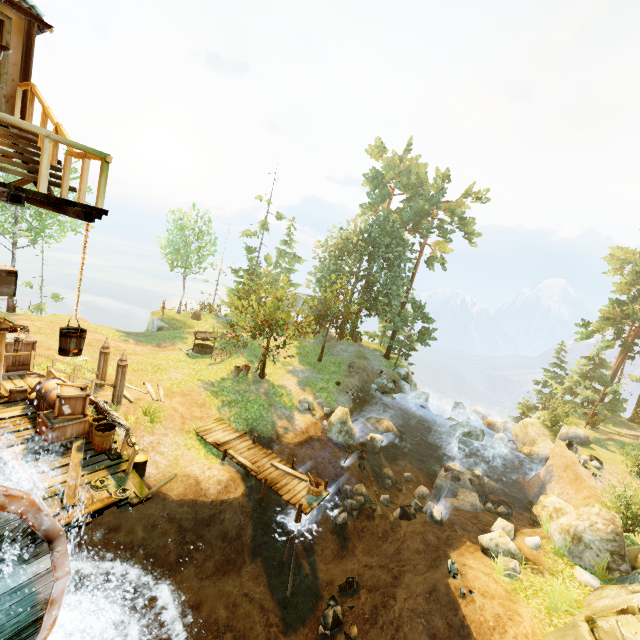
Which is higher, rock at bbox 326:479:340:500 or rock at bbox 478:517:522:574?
rock at bbox 478:517:522:574

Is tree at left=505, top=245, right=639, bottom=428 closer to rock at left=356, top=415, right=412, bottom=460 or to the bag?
rock at left=356, top=415, right=412, bottom=460

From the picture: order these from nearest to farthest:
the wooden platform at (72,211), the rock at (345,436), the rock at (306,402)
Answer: the wooden platform at (72,211) < the rock at (345,436) < the rock at (306,402)

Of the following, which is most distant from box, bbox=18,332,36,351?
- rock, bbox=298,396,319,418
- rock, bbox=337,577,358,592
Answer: rock, bbox=337,577,358,592

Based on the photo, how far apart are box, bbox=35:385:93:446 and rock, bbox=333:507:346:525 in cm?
1073

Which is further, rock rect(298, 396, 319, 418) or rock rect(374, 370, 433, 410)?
rock rect(374, 370, 433, 410)

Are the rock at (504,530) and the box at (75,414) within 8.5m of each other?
no

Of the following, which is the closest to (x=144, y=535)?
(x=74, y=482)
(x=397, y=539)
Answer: (x=74, y=482)
